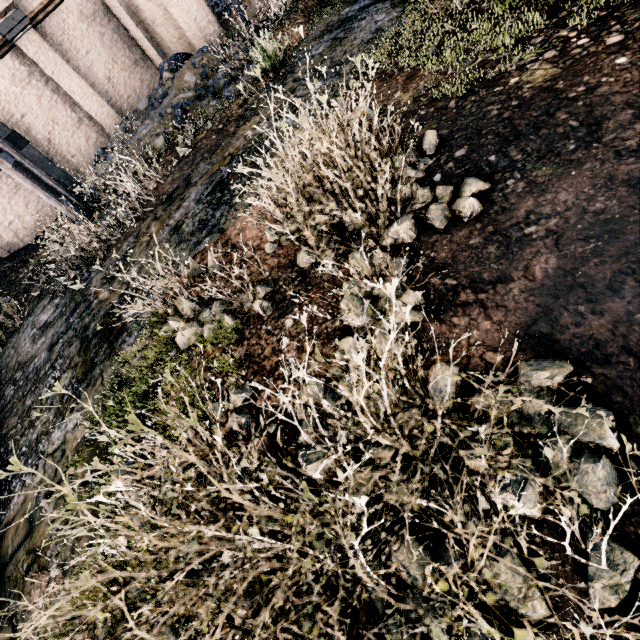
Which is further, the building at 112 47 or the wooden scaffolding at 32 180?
the building at 112 47

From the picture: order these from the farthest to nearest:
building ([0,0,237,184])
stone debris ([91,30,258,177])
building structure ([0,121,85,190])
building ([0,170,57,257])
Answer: building ([0,170,57,257])
building structure ([0,121,85,190])
building ([0,0,237,184])
stone debris ([91,30,258,177])

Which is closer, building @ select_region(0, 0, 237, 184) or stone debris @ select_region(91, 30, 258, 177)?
stone debris @ select_region(91, 30, 258, 177)

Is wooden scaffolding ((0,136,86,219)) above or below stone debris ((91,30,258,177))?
above

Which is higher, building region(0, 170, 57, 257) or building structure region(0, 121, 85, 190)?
building structure region(0, 121, 85, 190)

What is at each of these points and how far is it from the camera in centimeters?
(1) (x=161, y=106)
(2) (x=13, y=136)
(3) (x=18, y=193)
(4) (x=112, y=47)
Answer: (1) stone debris, 1383cm
(2) building structure, 1526cm
(3) building, 1645cm
(4) building, 1730cm

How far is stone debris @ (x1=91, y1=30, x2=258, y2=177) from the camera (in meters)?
12.30

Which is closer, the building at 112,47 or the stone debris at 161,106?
the stone debris at 161,106
